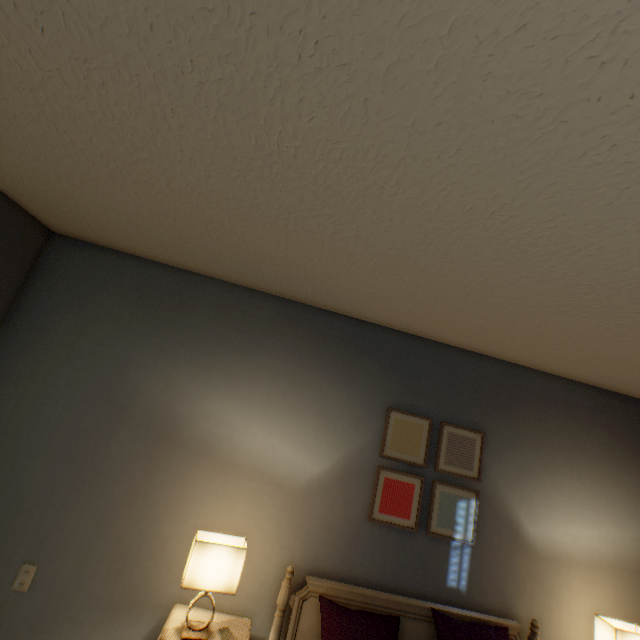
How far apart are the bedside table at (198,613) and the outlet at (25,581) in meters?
0.8 m

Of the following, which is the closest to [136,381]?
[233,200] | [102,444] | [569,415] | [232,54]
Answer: [102,444]

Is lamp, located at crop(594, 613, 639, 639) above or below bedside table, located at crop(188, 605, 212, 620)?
above

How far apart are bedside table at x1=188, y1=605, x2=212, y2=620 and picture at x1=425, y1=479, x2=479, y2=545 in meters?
0.9

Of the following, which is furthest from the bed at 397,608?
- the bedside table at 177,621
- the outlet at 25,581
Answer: the outlet at 25,581

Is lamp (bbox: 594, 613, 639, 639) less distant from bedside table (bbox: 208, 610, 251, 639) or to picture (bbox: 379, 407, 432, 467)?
picture (bbox: 379, 407, 432, 467)

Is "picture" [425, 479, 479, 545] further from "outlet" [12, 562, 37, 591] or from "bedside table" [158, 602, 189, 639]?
"outlet" [12, 562, 37, 591]

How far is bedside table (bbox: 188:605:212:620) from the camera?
1.73m
